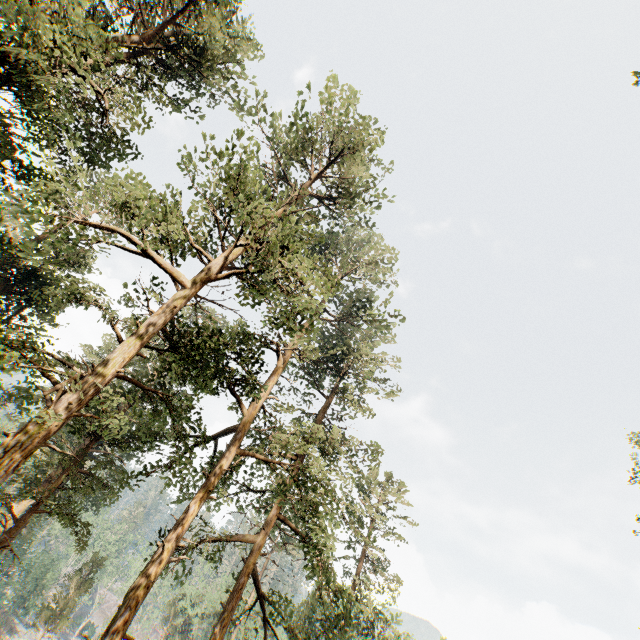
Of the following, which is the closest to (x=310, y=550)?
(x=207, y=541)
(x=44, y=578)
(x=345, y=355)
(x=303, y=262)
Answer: (x=207, y=541)
